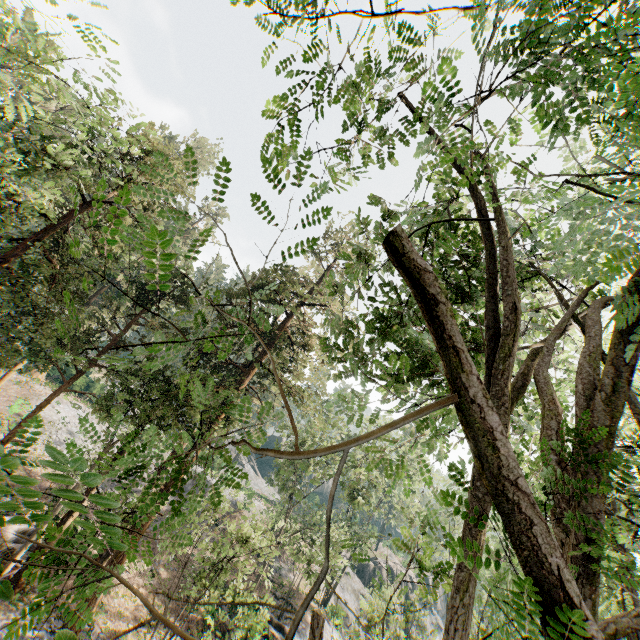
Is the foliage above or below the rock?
above

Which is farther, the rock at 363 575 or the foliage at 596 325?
the rock at 363 575

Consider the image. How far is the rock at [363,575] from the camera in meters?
40.5 m

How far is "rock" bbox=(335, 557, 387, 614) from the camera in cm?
4054

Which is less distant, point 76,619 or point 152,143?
point 76,619

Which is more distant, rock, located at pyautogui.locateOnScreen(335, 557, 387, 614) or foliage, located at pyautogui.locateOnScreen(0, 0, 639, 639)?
rock, located at pyautogui.locateOnScreen(335, 557, 387, 614)
